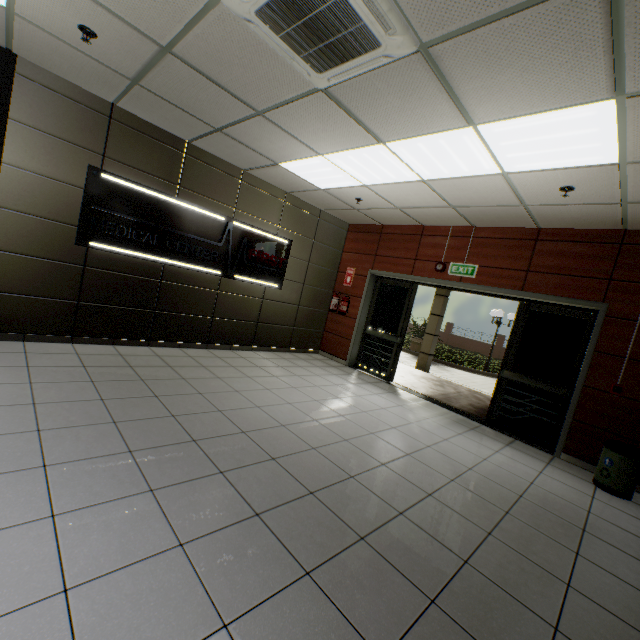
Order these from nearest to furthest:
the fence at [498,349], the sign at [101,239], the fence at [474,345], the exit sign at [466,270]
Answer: the sign at [101,239] < the exit sign at [466,270] < the fence at [498,349] < the fence at [474,345]

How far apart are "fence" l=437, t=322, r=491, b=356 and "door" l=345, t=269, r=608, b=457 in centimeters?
2372cm

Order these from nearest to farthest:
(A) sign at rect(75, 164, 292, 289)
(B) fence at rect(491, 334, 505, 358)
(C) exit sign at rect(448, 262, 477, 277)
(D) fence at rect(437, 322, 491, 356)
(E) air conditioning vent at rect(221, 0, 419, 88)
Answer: (E) air conditioning vent at rect(221, 0, 419, 88) → (A) sign at rect(75, 164, 292, 289) → (C) exit sign at rect(448, 262, 477, 277) → (B) fence at rect(491, 334, 505, 358) → (D) fence at rect(437, 322, 491, 356)

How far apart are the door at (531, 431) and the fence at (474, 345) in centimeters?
2372cm

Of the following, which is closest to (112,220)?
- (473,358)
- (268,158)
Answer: (268,158)

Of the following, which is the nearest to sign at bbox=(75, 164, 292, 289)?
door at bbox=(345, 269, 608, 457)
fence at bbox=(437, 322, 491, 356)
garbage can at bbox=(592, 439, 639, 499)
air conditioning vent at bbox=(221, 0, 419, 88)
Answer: door at bbox=(345, 269, 608, 457)

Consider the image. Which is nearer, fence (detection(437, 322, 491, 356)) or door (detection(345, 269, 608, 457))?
door (detection(345, 269, 608, 457))

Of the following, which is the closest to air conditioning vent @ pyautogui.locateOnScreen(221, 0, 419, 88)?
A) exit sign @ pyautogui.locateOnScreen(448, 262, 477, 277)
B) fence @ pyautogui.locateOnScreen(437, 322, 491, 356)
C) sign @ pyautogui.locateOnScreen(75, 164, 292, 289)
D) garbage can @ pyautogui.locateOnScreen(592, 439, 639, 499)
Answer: sign @ pyautogui.locateOnScreen(75, 164, 292, 289)
